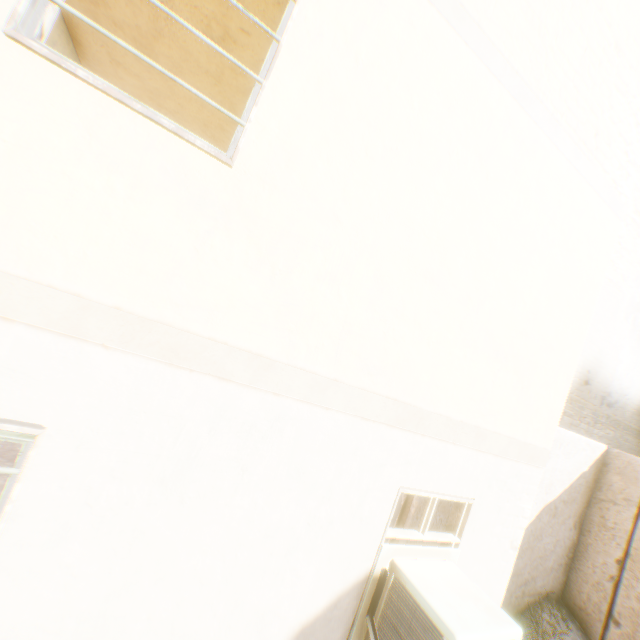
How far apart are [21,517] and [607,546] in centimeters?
758cm
